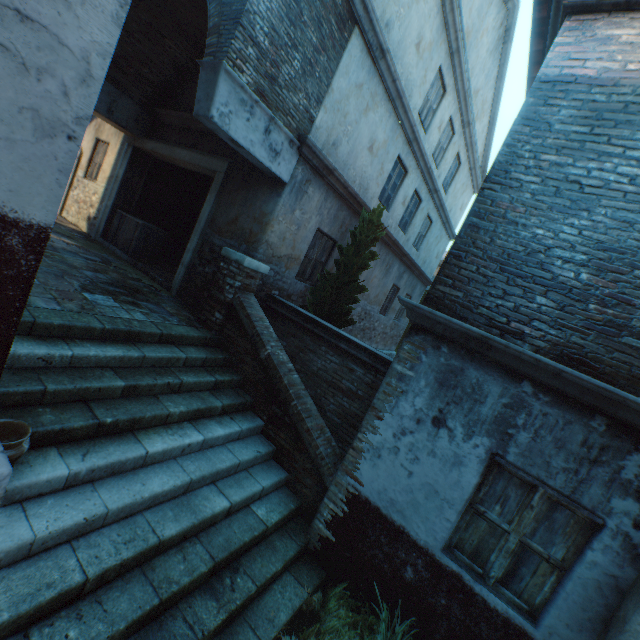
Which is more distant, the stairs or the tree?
the tree

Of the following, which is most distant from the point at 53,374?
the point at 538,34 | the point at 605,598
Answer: the point at 538,34

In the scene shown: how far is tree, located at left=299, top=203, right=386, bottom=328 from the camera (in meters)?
7.18

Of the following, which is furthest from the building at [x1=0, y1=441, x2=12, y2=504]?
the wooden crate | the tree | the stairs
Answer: the tree

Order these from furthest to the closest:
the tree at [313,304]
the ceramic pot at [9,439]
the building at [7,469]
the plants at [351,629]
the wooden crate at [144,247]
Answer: the wooden crate at [144,247] → the tree at [313,304] → the plants at [351,629] → the ceramic pot at [9,439] → the building at [7,469]

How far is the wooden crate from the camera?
8.71m

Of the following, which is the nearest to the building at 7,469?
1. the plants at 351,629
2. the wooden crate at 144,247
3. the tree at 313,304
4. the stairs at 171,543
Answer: the stairs at 171,543

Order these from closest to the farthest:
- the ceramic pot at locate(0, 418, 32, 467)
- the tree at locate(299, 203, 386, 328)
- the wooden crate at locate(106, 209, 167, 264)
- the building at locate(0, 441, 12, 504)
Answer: the building at locate(0, 441, 12, 504)
the ceramic pot at locate(0, 418, 32, 467)
the tree at locate(299, 203, 386, 328)
the wooden crate at locate(106, 209, 167, 264)
